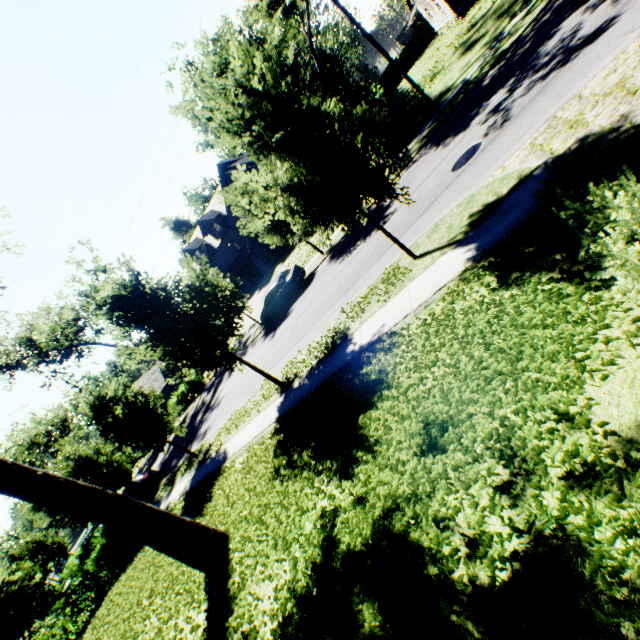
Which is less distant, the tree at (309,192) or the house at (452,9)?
the tree at (309,192)

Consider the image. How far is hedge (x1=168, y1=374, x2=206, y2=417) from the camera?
34.75m

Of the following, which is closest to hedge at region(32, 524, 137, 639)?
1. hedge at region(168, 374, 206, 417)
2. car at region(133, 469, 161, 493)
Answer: car at region(133, 469, 161, 493)

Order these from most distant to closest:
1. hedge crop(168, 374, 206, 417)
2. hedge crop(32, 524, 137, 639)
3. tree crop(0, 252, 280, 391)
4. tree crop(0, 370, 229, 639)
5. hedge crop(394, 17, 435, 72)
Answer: hedge crop(394, 17, 435, 72), hedge crop(168, 374, 206, 417), hedge crop(32, 524, 137, 639), tree crop(0, 252, 280, 391), tree crop(0, 370, 229, 639)

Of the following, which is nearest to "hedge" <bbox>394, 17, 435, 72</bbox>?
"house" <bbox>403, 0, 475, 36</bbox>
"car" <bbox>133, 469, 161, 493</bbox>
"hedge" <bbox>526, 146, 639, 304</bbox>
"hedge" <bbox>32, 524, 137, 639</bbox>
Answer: "house" <bbox>403, 0, 475, 36</bbox>

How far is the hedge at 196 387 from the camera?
34.7 meters

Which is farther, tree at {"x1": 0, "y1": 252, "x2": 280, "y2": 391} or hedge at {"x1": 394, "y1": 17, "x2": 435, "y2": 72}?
hedge at {"x1": 394, "y1": 17, "x2": 435, "y2": 72}

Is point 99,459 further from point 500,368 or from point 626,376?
point 626,376
